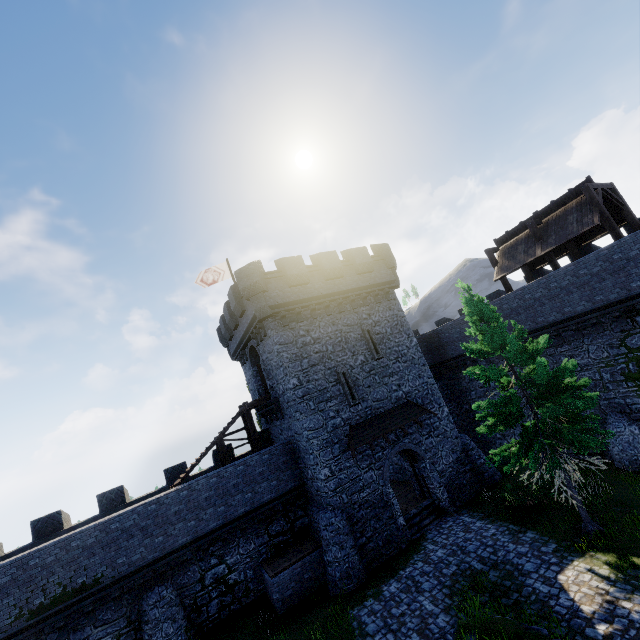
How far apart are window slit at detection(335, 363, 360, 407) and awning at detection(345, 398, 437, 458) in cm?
74

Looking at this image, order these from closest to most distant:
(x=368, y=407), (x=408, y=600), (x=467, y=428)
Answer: (x=408, y=600) < (x=368, y=407) < (x=467, y=428)

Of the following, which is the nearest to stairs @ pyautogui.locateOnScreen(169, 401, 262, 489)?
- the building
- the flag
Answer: the building

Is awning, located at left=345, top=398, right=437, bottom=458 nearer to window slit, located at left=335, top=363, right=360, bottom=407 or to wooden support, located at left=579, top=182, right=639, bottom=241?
window slit, located at left=335, top=363, right=360, bottom=407

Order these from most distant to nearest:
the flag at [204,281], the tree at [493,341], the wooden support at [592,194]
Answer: the flag at [204,281], the wooden support at [592,194], the tree at [493,341]

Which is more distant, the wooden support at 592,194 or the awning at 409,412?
the awning at 409,412

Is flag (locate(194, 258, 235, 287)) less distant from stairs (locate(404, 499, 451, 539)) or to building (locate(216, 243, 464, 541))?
building (locate(216, 243, 464, 541))

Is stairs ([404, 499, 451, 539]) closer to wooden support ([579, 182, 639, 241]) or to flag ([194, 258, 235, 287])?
wooden support ([579, 182, 639, 241])
